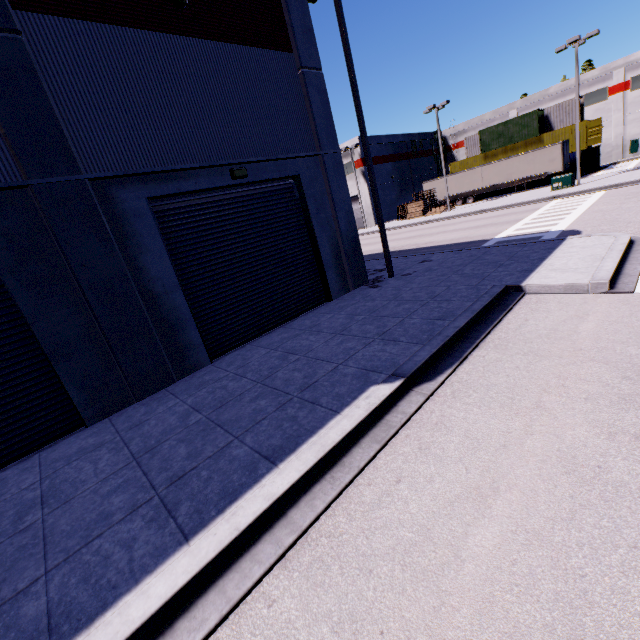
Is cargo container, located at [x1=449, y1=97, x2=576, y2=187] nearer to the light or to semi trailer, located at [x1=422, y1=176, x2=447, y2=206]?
semi trailer, located at [x1=422, y1=176, x2=447, y2=206]

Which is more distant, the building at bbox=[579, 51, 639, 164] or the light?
the building at bbox=[579, 51, 639, 164]

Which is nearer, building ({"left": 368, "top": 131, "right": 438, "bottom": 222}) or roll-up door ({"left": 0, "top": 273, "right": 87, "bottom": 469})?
roll-up door ({"left": 0, "top": 273, "right": 87, "bottom": 469})

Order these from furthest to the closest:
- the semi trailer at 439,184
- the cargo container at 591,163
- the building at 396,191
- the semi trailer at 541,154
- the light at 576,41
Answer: the building at 396,191 < the semi trailer at 439,184 < the cargo container at 591,163 < the semi trailer at 541,154 < the light at 576,41

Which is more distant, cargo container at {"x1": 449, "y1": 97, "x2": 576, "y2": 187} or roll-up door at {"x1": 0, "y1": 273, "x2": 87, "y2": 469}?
cargo container at {"x1": 449, "y1": 97, "x2": 576, "y2": 187}

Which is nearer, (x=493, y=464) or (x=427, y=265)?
(x=493, y=464)

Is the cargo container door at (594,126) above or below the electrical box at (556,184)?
above

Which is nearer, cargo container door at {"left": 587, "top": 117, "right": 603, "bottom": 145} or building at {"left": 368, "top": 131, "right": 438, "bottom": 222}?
cargo container door at {"left": 587, "top": 117, "right": 603, "bottom": 145}
